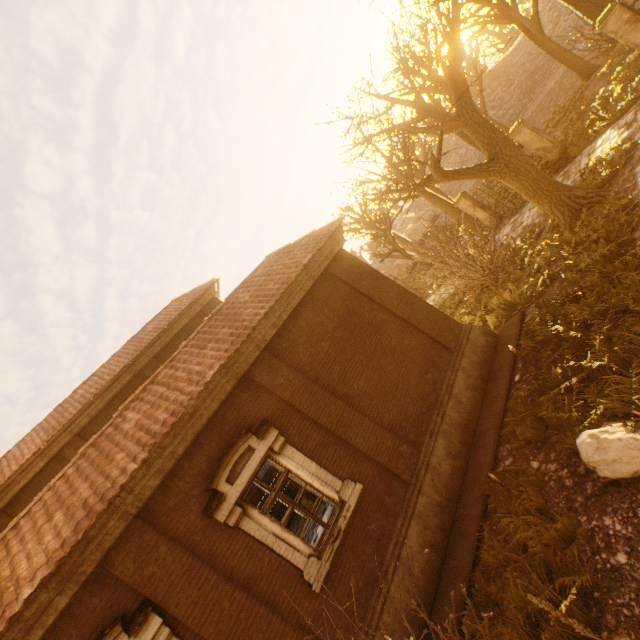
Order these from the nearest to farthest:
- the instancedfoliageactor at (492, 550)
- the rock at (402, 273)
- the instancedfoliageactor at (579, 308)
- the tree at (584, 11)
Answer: the instancedfoliageactor at (492, 550), the instancedfoliageactor at (579, 308), the tree at (584, 11), the rock at (402, 273)

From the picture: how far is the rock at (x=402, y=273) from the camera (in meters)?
37.56

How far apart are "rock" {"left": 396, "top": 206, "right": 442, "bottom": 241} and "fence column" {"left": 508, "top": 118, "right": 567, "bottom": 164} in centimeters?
3193cm

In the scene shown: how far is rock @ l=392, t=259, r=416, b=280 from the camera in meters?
37.6

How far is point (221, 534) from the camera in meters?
6.0 m

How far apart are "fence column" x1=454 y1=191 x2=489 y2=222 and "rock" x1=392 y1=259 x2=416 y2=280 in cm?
1962

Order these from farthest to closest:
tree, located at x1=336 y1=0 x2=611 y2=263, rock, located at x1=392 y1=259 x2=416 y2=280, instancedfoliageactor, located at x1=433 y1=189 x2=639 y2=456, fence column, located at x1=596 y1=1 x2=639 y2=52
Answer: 1. rock, located at x1=392 y1=259 x2=416 y2=280
2. fence column, located at x1=596 y1=1 x2=639 y2=52
3. tree, located at x1=336 y1=0 x2=611 y2=263
4. instancedfoliageactor, located at x1=433 y1=189 x2=639 y2=456

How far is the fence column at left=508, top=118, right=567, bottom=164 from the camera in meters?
14.0 m
